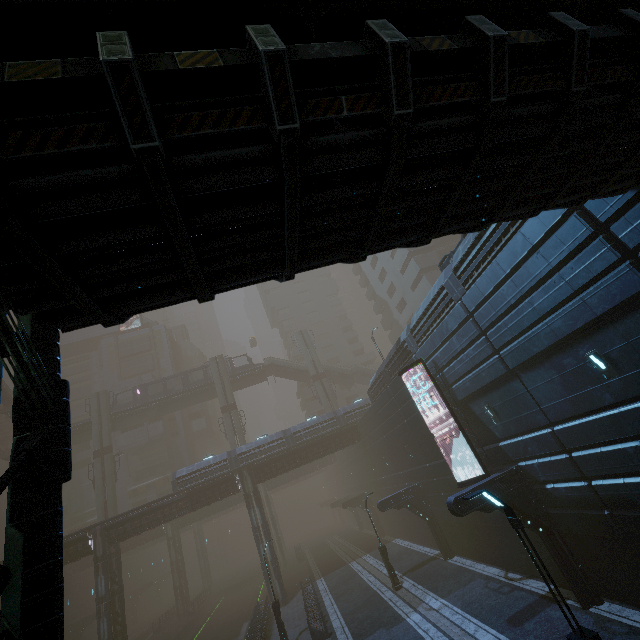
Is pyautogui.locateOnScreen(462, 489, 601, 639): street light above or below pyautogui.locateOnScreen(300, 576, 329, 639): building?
above

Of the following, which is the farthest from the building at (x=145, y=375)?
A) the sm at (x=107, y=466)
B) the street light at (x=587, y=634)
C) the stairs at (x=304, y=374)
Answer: the street light at (x=587, y=634)

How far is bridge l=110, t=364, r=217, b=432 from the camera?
46.72m

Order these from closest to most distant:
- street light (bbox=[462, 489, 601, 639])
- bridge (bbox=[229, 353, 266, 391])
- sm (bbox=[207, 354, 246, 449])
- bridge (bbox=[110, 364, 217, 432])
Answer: street light (bbox=[462, 489, 601, 639]) → sm (bbox=[207, 354, 246, 449]) → bridge (bbox=[110, 364, 217, 432]) → bridge (bbox=[229, 353, 266, 391])

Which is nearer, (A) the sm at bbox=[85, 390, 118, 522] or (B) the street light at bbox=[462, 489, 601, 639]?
(B) the street light at bbox=[462, 489, 601, 639]

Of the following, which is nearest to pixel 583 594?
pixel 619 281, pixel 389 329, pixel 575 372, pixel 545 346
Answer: pixel 575 372

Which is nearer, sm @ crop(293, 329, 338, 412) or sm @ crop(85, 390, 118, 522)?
sm @ crop(85, 390, 118, 522)

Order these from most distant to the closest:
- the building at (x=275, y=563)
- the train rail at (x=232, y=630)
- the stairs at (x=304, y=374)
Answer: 1. the stairs at (x=304, y=374)
2. the train rail at (x=232, y=630)
3. the building at (x=275, y=563)
